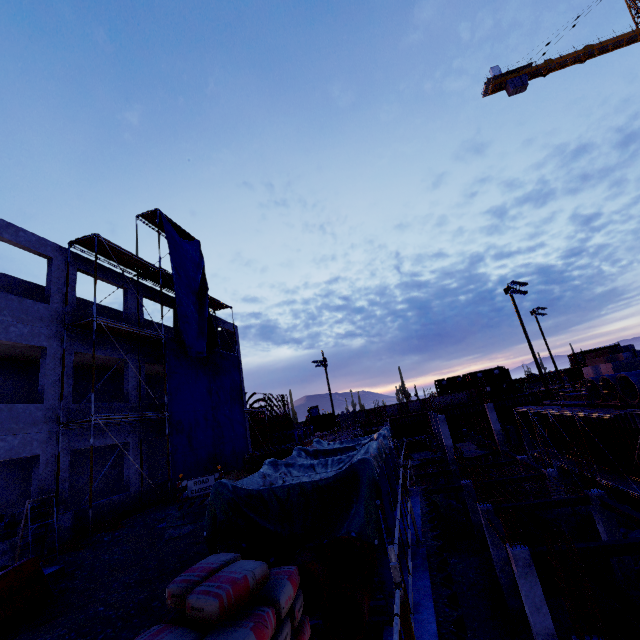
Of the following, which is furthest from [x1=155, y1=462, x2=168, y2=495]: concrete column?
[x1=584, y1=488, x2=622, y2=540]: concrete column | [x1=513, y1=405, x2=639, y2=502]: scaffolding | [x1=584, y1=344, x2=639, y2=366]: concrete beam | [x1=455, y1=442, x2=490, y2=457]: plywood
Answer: [x1=584, y1=344, x2=639, y2=366]: concrete beam

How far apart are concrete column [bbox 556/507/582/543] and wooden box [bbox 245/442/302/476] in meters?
19.0

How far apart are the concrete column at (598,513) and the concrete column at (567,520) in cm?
433

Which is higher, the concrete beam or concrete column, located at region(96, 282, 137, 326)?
concrete column, located at region(96, 282, 137, 326)

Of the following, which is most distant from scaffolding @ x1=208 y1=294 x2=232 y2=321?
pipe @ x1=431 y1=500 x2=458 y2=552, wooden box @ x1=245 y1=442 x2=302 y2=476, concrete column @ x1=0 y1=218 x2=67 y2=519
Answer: pipe @ x1=431 y1=500 x2=458 y2=552

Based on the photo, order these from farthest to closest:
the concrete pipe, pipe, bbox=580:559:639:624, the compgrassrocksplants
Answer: the concrete pipe < the compgrassrocksplants < pipe, bbox=580:559:639:624

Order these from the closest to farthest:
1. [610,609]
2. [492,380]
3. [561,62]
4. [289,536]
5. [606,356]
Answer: [289,536], [610,609], [606,356], [561,62], [492,380]

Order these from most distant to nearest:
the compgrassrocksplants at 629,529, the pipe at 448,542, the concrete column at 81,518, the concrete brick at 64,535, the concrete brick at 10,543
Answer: the pipe at 448,542 < the compgrassrocksplants at 629,529 < the concrete column at 81,518 < the concrete brick at 64,535 < the concrete brick at 10,543
